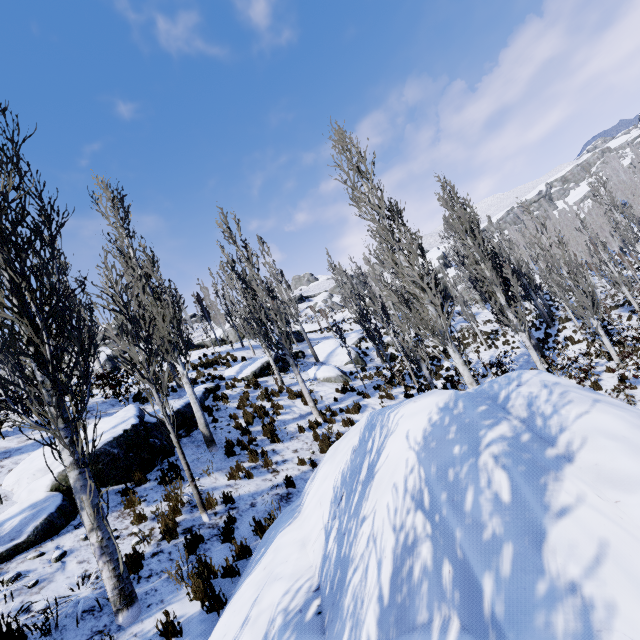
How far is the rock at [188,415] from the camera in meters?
10.2

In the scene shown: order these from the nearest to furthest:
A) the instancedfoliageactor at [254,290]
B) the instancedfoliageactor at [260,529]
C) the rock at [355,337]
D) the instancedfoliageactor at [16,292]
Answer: the instancedfoliageactor at [16,292] < the instancedfoliageactor at [260,529] < the instancedfoliageactor at [254,290] < the rock at [355,337]

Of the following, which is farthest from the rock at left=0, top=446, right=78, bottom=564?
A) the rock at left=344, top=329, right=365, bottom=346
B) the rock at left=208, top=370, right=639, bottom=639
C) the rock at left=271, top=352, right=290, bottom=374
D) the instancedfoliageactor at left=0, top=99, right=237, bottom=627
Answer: the rock at left=344, top=329, right=365, bottom=346

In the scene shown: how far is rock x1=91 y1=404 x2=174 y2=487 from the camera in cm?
746

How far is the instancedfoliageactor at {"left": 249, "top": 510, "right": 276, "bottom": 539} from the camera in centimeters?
608cm

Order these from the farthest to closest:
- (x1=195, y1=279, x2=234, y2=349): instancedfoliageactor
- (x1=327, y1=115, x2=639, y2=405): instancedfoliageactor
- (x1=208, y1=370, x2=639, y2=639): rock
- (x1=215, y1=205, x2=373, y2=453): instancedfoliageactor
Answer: (x1=195, y1=279, x2=234, y2=349): instancedfoliageactor → (x1=215, y1=205, x2=373, y2=453): instancedfoliageactor → (x1=327, y1=115, x2=639, y2=405): instancedfoliageactor → (x1=208, y1=370, x2=639, y2=639): rock

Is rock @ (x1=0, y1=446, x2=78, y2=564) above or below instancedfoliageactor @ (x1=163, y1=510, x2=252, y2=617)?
above

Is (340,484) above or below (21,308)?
below
